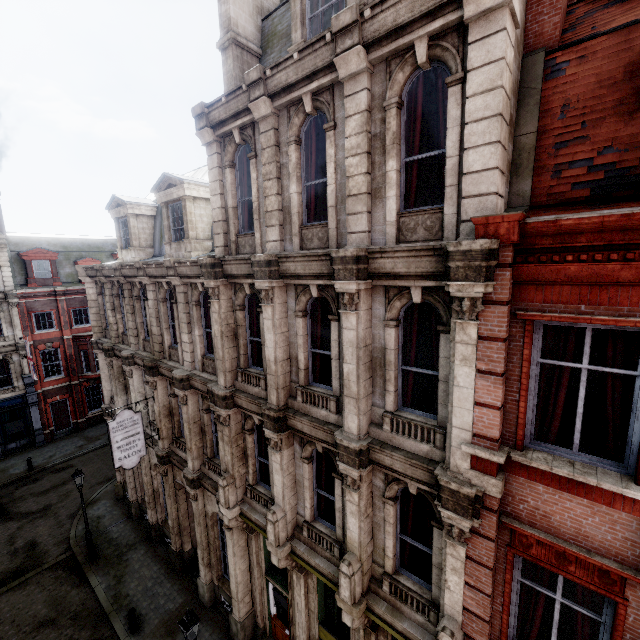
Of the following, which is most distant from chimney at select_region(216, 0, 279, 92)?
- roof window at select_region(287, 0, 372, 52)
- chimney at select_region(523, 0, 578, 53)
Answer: chimney at select_region(523, 0, 578, 53)

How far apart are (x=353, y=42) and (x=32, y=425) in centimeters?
3387cm

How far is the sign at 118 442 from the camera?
12.5m

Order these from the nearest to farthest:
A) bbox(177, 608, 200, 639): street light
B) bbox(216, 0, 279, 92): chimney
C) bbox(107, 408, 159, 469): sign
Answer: bbox(177, 608, 200, 639): street light → bbox(216, 0, 279, 92): chimney → bbox(107, 408, 159, 469): sign

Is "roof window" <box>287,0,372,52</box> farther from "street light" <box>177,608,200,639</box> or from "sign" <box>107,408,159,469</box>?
"street light" <box>177,608,200,639</box>

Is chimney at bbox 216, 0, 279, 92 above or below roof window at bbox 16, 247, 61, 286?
above

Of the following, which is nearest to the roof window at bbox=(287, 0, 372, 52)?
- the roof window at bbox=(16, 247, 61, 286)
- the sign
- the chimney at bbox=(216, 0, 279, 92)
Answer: the chimney at bbox=(216, 0, 279, 92)

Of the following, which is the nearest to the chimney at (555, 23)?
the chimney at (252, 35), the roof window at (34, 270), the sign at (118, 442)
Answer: the chimney at (252, 35)
